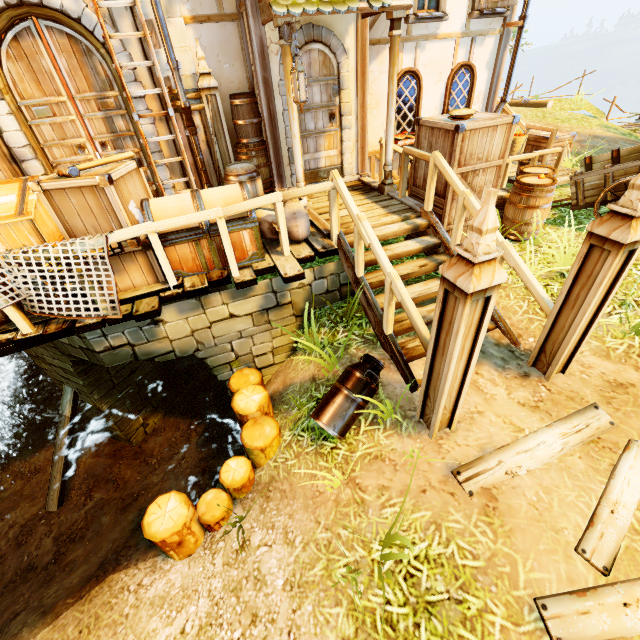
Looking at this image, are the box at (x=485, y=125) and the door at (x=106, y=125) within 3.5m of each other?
no

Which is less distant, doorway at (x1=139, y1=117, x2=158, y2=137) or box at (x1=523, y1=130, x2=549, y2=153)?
doorway at (x1=139, y1=117, x2=158, y2=137)

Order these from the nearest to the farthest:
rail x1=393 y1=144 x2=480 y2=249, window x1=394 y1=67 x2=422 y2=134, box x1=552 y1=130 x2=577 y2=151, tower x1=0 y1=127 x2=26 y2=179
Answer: rail x1=393 y1=144 x2=480 y2=249 < tower x1=0 y1=127 x2=26 y2=179 < window x1=394 y1=67 x2=422 y2=134 < box x1=552 y1=130 x2=577 y2=151

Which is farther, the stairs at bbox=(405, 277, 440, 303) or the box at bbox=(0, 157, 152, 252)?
the stairs at bbox=(405, 277, 440, 303)

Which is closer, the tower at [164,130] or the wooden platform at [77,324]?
the wooden platform at [77,324]

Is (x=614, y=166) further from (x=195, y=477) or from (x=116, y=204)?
(x=195, y=477)

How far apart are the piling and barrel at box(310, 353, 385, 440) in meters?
0.6

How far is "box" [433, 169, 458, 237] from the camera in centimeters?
504cm
